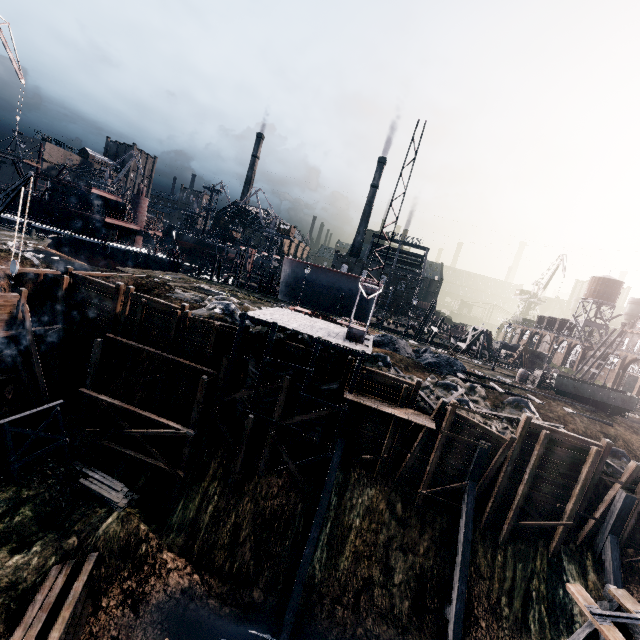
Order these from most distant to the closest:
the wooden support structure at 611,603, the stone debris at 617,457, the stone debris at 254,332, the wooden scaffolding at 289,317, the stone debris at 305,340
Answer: the stone debris at 305,340 < the stone debris at 254,332 < the wooden scaffolding at 289,317 < the stone debris at 617,457 < the wooden support structure at 611,603

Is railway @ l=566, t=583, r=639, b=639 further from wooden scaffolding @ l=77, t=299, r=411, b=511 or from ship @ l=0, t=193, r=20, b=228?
ship @ l=0, t=193, r=20, b=228

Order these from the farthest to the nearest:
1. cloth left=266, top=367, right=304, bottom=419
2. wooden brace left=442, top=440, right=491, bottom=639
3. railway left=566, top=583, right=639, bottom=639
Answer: cloth left=266, top=367, right=304, bottom=419, wooden brace left=442, top=440, right=491, bottom=639, railway left=566, top=583, right=639, bottom=639

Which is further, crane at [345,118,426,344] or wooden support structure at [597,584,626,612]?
crane at [345,118,426,344]

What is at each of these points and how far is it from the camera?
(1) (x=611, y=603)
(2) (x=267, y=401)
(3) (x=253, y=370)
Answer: (1) wooden support structure, 13.6m
(2) cloth, 21.9m
(3) cloth, 21.8m

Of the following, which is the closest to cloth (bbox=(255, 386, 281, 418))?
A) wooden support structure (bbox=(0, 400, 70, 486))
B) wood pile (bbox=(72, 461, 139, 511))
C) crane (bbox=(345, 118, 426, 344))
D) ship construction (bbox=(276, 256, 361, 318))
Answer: crane (bbox=(345, 118, 426, 344))

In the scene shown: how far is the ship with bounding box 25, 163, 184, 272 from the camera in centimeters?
4522cm

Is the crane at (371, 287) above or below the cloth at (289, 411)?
above
